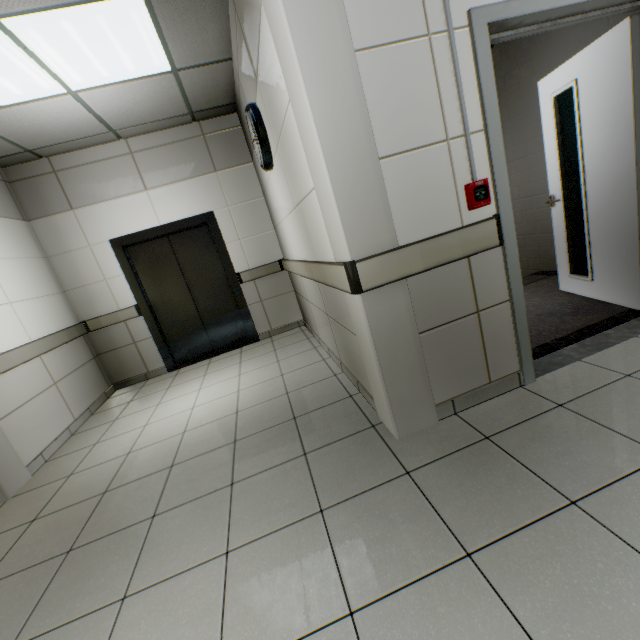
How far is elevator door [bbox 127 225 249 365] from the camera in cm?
482

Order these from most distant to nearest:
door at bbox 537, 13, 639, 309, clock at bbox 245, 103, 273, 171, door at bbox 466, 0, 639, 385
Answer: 1. clock at bbox 245, 103, 273, 171
2. door at bbox 537, 13, 639, 309
3. door at bbox 466, 0, 639, 385

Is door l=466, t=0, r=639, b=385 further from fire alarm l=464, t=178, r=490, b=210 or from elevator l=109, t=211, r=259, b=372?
elevator l=109, t=211, r=259, b=372

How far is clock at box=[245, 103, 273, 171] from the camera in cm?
285

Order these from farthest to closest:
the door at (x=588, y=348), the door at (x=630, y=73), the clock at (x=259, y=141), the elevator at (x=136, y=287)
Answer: the elevator at (x=136, y=287), the clock at (x=259, y=141), the door at (x=630, y=73), the door at (x=588, y=348)

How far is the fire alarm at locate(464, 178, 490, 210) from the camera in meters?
1.8

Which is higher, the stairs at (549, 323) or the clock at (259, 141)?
the clock at (259, 141)

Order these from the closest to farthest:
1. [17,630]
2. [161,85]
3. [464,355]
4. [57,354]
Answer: [17,630]
[464,355]
[161,85]
[57,354]
